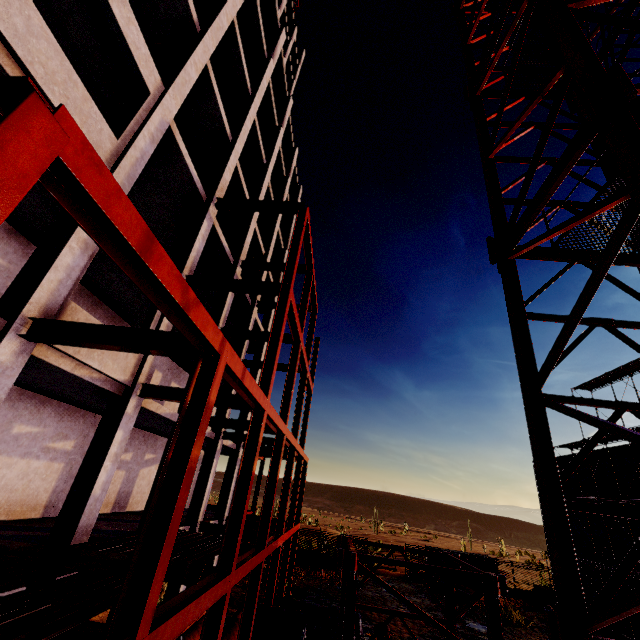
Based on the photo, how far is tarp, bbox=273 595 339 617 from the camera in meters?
13.6 m

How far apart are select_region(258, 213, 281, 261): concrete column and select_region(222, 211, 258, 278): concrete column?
3.18m

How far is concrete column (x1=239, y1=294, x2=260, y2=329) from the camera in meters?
19.3

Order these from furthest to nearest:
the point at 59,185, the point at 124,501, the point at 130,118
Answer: the point at 124,501, the point at 130,118, the point at 59,185

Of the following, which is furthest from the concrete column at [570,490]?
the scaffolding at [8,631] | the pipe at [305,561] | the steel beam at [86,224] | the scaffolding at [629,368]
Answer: the scaffolding at [8,631]

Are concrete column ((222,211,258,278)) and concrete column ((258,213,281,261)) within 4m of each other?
yes

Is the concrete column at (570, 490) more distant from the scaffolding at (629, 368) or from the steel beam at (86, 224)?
the steel beam at (86, 224)
